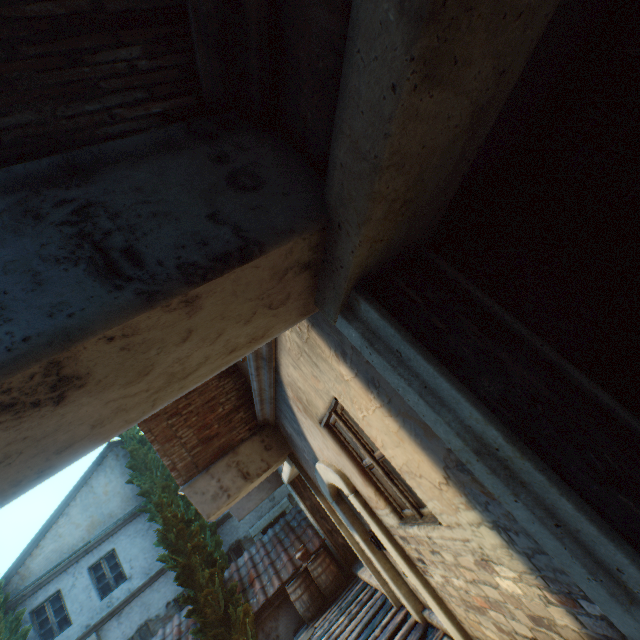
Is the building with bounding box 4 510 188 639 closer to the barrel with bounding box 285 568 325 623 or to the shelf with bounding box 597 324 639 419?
the barrel with bounding box 285 568 325 623

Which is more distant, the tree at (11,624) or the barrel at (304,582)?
the tree at (11,624)

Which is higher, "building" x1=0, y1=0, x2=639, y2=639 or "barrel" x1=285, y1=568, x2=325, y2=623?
"building" x1=0, y1=0, x2=639, y2=639

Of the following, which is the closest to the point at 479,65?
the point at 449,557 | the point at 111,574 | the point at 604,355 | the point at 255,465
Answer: the point at 604,355

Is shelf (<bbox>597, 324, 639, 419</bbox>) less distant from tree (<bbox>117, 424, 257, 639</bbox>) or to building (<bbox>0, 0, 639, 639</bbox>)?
building (<bbox>0, 0, 639, 639</bbox>)

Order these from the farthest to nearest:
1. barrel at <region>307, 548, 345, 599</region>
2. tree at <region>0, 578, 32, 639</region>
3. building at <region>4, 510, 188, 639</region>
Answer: building at <region>4, 510, 188, 639</region> → tree at <region>0, 578, 32, 639</region> → barrel at <region>307, 548, 345, 599</region>

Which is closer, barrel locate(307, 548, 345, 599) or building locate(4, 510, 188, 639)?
barrel locate(307, 548, 345, 599)

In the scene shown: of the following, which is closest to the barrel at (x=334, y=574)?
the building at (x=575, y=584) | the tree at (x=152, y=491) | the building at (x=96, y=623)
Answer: the building at (x=575, y=584)
